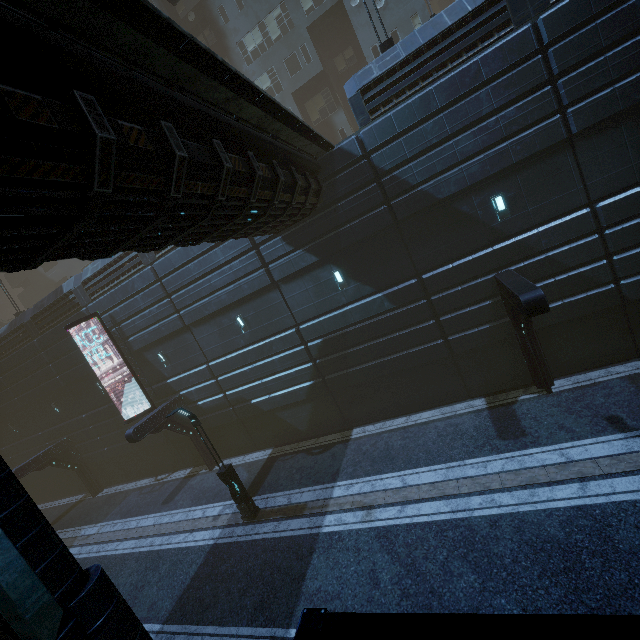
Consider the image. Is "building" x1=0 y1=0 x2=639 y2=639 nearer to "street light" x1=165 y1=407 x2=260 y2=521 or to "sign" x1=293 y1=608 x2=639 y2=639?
"sign" x1=293 y1=608 x2=639 y2=639

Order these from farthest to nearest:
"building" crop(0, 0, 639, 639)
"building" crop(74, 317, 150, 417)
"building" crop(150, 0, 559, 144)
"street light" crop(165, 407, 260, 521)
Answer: "building" crop(74, 317, 150, 417) → "street light" crop(165, 407, 260, 521) → "building" crop(150, 0, 559, 144) → "building" crop(0, 0, 639, 639)

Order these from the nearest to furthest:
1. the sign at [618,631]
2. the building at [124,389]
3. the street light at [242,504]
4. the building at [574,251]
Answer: the sign at [618,631] → the building at [574,251] → the street light at [242,504] → the building at [124,389]

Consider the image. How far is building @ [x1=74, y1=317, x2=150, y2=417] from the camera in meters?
19.4

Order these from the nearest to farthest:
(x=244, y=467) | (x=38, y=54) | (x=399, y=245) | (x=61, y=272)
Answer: (x=38, y=54) < (x=399, y=245) < (x=244, y=467) < (x=61, y=272)

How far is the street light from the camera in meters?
12.5 m

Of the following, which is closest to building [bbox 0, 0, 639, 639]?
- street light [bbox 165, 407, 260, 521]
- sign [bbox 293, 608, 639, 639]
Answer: sign [bbox 293, 608, 639, 639]

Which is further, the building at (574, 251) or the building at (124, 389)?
the building at (124, 389)
